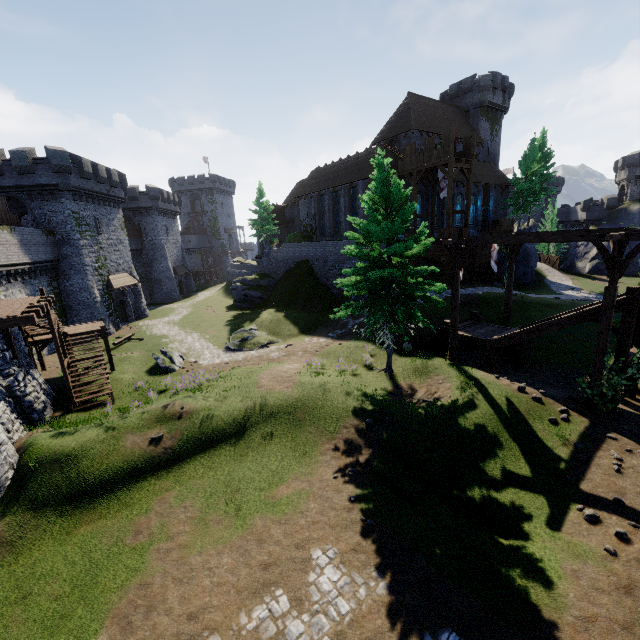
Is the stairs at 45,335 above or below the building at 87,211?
below

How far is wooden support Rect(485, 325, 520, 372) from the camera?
16.75m

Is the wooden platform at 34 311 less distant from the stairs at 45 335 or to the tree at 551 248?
the stairs at 45 335

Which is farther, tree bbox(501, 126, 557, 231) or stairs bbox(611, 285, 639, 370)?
tree bbox(501, 126, 557, 231)

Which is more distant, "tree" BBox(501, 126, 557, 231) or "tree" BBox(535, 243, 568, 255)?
"tree" BBox(535, 243, 568, 255)

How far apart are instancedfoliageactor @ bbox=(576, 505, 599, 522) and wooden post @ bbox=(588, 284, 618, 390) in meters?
5.6

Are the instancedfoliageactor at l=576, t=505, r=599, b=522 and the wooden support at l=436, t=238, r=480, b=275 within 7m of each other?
no

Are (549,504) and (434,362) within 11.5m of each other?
yes
